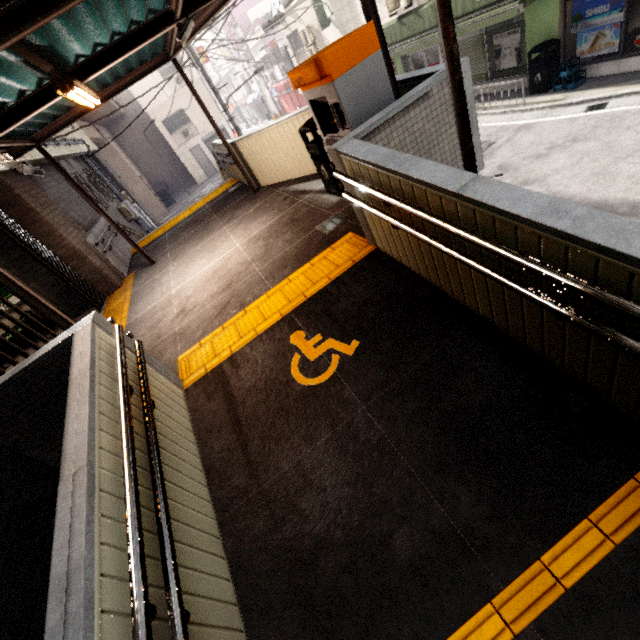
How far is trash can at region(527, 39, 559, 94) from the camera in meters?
9.1

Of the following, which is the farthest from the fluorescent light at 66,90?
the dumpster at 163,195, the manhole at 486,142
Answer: the dumpster at 163,195

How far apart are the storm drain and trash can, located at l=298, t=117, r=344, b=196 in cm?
55

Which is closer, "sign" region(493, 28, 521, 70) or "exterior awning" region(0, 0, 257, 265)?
"exterior awning" region(0, 0, 257, 265)

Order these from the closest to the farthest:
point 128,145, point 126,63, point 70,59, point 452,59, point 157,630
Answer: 1. point 157,630
2. point 452,59
3. point 70,59
4. point 126,63
5. point 128,145

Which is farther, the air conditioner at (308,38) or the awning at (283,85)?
the awning at (283,85)

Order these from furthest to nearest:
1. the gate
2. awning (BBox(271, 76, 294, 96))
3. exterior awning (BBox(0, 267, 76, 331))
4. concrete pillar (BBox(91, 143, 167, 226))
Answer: awning (BBox(271, 76, 294, 96)) → concrete pillar (BBox(91, 143, 167, 226)) → the gate → exterior awning (BBox(0, 267, 76, 331))

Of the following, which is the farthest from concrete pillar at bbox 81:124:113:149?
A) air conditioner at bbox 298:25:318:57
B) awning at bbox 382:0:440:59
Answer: air conditioner at bbox 298:25:318:57
